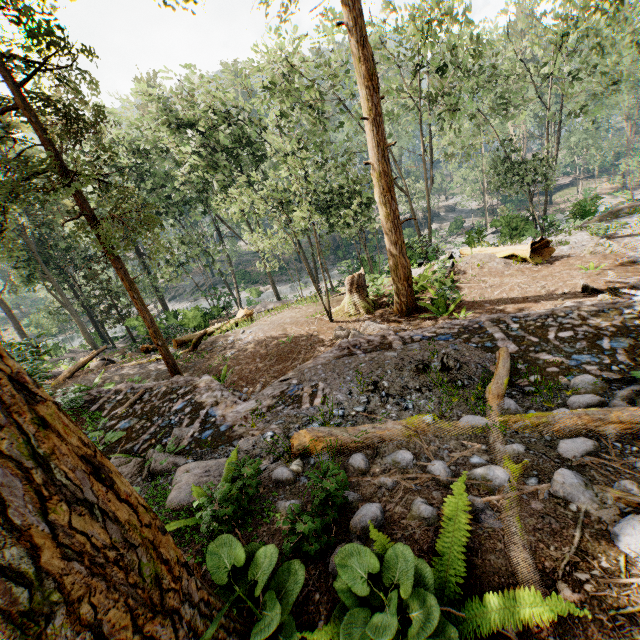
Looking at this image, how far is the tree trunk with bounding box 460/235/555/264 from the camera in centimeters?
1442cm

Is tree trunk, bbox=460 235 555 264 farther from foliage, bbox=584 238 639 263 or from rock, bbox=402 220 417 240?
rock, bbox=402 220 417 240

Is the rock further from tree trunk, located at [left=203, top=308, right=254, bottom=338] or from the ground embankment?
the ground embankment

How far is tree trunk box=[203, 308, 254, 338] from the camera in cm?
1727

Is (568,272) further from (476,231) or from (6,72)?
(6,72)

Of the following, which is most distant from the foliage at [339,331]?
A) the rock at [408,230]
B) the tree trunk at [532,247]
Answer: the tree trunk at [532,247]

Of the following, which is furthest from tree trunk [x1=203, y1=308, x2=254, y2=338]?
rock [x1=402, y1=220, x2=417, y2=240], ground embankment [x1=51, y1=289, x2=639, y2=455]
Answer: rock [x1=402, y1=220, x2=417, y2=240]

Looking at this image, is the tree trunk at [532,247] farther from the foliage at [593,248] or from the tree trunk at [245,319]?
the tree trunk at [245,319]
